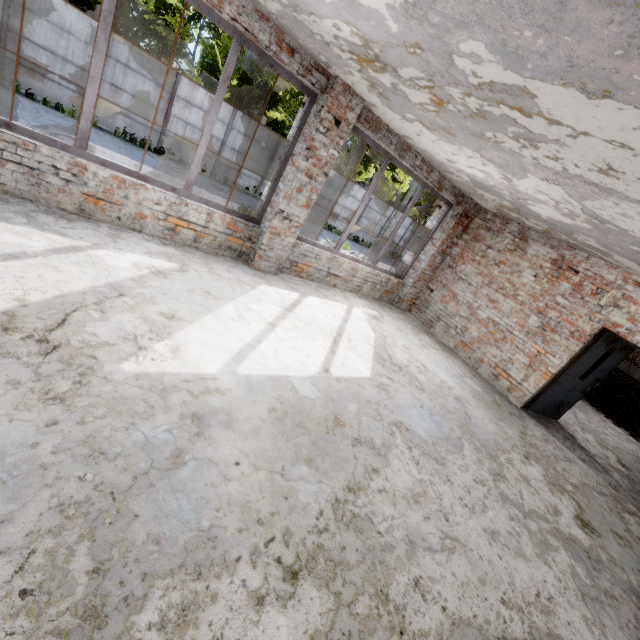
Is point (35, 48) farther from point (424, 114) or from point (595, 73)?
point (595, 73)
